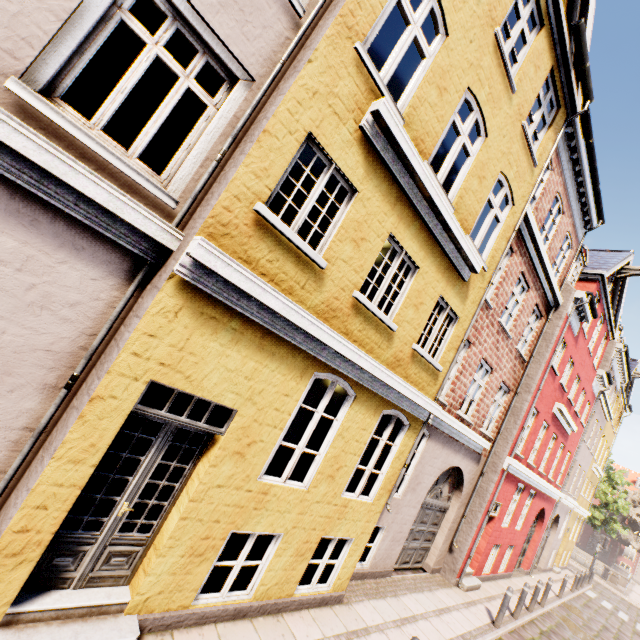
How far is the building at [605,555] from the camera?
45.7 meters

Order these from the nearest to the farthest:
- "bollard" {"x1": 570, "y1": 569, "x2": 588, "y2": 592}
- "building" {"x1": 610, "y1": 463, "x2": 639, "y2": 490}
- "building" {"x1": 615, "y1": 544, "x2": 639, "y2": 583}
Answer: "bollard" {"x1": 570, "y1": 569, "x2": 588, "y2": 592}
"building" {"x1": 615, "y1": 544, "x2": 639, "y2": 583}
"building" {"x1": 610, "y1": 463, "x2": 639, "y2": 490}

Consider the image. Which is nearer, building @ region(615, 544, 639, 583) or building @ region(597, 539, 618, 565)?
building @ region(615, 544, 639, 583)

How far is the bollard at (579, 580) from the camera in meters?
17.7 m

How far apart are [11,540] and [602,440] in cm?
3057

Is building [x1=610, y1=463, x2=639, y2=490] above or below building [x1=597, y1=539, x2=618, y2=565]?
above

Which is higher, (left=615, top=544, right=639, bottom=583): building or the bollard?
(left=615, top=544, right=639, bottom=583): building

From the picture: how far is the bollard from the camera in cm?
1766
